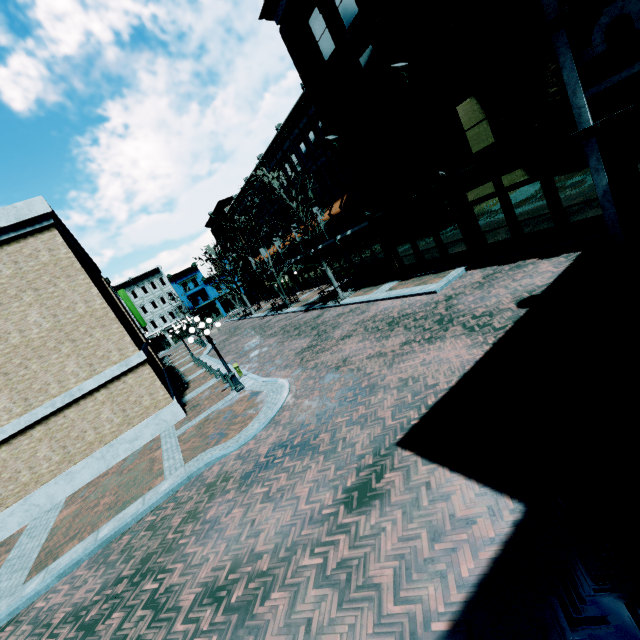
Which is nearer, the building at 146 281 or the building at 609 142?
the building at 609 142

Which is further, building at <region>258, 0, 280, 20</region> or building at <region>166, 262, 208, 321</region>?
building at <region>166, 262, 208, 321</region>

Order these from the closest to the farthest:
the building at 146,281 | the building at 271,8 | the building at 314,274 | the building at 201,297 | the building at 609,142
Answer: the building at 609,142 → the building at 271,8 → the building at 314,274 → the building at 146,281 → the building at 201,297

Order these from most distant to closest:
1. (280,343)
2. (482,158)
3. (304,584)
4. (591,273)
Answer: (280,343), (482,158), (591,273), (304,584)

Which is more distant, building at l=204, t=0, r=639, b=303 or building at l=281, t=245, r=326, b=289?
building at l=281, t=245, r=326, b=289

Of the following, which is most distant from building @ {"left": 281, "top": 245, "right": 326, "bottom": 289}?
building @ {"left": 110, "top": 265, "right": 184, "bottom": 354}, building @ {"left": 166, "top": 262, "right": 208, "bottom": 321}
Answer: building @ {"left": 110, "top": 265, "right": 184, "bottom": 354}

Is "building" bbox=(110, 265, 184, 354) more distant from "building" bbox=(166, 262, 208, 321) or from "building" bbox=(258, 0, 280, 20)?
"building" bbox=(258, 0, 280, 20)

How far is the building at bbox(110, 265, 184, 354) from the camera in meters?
54.9
